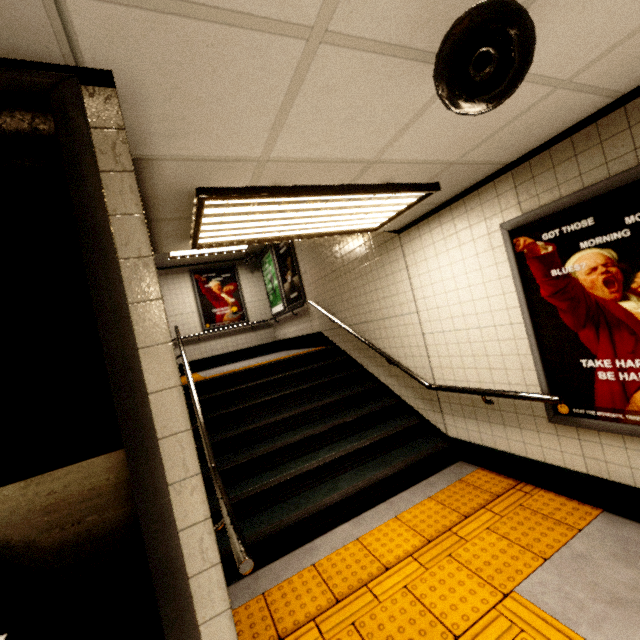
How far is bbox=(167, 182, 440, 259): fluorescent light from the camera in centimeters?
211cm

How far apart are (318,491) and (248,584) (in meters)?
1.07

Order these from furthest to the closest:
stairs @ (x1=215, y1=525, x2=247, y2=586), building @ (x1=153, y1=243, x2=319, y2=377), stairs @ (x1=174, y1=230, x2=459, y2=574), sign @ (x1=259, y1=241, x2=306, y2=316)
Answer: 1. building @ (x1=153, y1=243, x2=319, y2=377)
2. sign @ (x1=259, y1=241, x2=306, y2=316)
3. stairs @ (x1=174, y1=230, x2=459, y2=574)
4. stairs @ (x1=215, y1=525, x2=247, y2=586)

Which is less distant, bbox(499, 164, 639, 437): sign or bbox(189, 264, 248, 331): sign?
bbox(499, 164, 639, 437): sign

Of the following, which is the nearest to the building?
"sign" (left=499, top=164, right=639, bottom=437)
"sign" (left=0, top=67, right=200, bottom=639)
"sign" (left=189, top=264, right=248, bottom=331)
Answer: "sign" (left=189, top=264, right=248, bottom=331)

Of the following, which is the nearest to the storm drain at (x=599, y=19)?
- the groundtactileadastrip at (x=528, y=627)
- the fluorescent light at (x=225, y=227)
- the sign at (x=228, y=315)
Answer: the fluorescent light at (x=225, y=227)

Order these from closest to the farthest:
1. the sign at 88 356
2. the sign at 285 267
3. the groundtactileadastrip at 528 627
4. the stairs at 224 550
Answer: the sign at 88 356
the groundtactileadastrip at 528 627
the stairs at 224 550
the sign at 285 267

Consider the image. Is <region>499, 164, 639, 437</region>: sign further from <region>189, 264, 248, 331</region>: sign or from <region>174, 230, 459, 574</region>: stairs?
<region>189, 264, 248, 331</region>: sign
